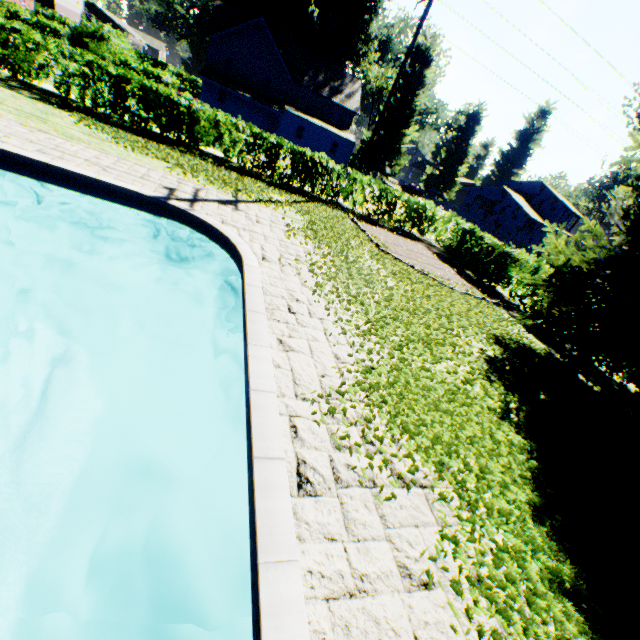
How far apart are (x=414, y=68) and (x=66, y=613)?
47.2m

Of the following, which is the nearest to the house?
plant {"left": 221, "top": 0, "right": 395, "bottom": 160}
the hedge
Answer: plant {"left": 221, "top": 0, "right": 395, "bottom": 160}

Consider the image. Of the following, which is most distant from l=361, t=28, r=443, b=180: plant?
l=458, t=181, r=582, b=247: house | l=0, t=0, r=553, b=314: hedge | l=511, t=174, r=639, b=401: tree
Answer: l=0, t=0, r=553, b=314: hedge

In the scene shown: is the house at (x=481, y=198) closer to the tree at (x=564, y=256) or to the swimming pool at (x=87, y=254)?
the tree at (x=564, y=256)

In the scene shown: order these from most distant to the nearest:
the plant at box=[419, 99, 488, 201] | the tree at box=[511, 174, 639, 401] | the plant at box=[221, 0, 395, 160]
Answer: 1. the plant at box=[419, 99, 488, 201]
2. the plant at box=[221, 0, 395, 160]
3. the tree at box=[511, 174, 639, 401]

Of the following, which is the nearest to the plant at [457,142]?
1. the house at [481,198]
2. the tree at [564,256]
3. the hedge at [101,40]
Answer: the house at [481,198]

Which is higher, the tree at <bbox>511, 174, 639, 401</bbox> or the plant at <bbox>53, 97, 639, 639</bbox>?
the tree at <bbox>511, 174, 639, 401</bbox>
